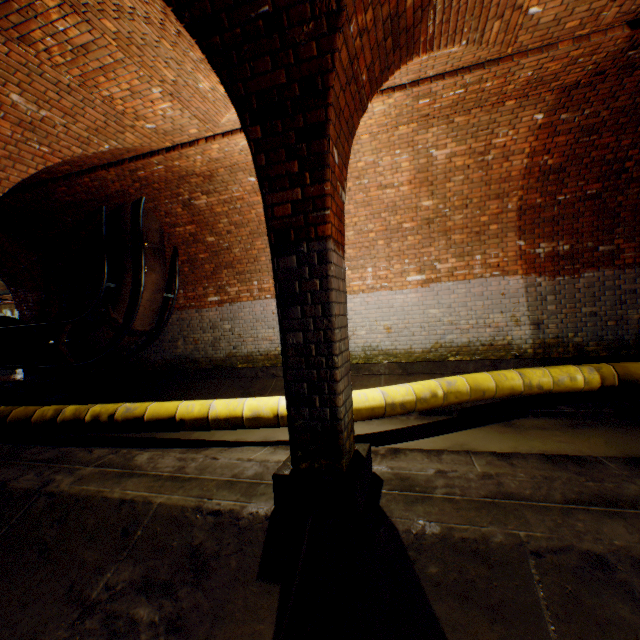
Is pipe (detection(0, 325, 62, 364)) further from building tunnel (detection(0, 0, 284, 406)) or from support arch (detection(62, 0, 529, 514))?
support arch (detection(62, 0, 529, 514))

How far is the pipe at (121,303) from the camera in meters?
7.3

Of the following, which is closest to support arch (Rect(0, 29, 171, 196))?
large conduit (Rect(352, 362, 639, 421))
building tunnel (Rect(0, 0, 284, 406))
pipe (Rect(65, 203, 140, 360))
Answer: building tunnel (Rect(0, 0, 284, 406))

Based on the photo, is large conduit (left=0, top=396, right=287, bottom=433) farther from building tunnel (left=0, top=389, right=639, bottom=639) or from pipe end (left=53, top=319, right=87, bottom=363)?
pipe end (left=53, top=319, right=87, bottom=363)

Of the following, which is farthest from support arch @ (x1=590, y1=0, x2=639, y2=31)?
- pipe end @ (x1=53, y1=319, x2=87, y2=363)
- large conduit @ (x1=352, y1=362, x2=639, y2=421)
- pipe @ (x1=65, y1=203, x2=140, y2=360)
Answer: pipe end @ (x1=53, y1=319, x2=87, y2=363)

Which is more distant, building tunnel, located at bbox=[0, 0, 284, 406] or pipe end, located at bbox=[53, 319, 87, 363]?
pipe end, located at bbox=[53, 319, 87, 363]

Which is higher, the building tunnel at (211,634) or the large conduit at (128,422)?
the large conduit at (128,422)

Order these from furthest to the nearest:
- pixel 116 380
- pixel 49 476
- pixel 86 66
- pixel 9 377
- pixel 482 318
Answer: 1. pixel 9 377
2. pixel 116 380
3. pixel 482 318
4. pixel 86 66
5. pixel 49 476
